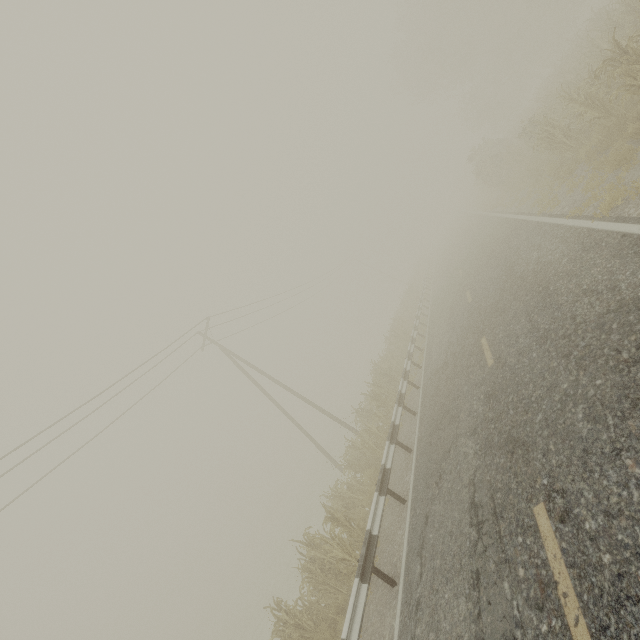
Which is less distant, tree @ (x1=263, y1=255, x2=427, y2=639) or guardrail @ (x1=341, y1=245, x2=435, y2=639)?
guardrail @ (x1=341, y1=245, x2=435, y2=639)

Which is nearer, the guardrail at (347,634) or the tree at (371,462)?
the guardrail at (347,634)

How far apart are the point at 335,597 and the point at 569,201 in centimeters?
1338cm
